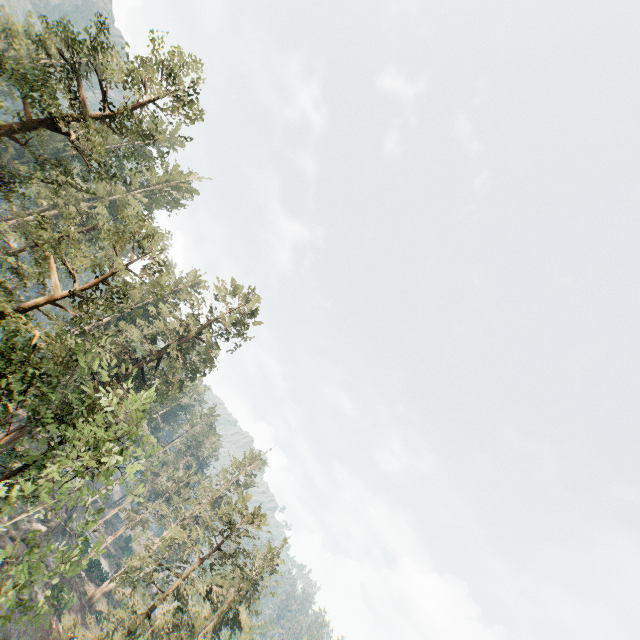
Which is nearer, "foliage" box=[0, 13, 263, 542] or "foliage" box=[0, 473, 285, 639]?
"foliage" box=[0, 473, 285, 639]

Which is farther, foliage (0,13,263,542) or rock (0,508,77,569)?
rock (0,508,77,569)

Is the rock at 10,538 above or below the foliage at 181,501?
below

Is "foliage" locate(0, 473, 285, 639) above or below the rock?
above

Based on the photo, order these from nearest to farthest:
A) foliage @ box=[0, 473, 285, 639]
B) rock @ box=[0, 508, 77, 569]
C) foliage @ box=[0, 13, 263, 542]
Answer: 1. foliage @ box=[0, 473, 285, 639]
2. foliage @ box=[0, 13, 263, 542]
3. rock @ box=[0, 508, 77, 569]

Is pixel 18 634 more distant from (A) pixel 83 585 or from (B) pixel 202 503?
(B) pixel 202 503

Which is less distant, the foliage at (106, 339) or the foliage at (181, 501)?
the foliage at (181, 501)
